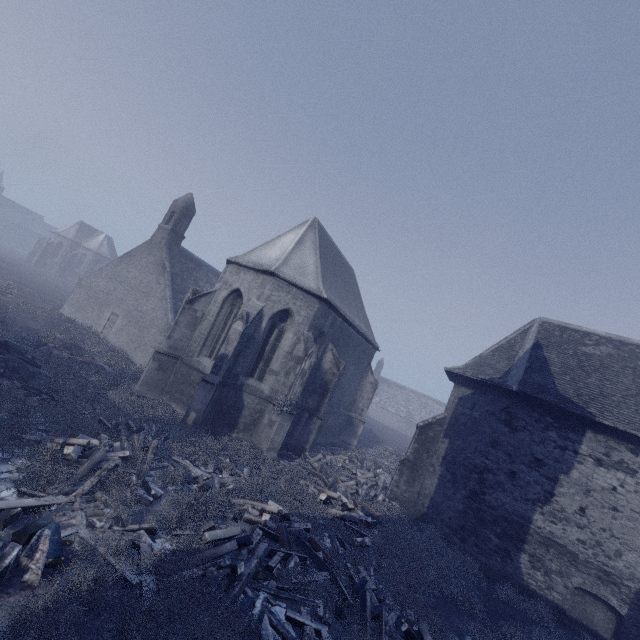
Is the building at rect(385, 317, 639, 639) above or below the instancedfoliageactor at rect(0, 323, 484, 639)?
above

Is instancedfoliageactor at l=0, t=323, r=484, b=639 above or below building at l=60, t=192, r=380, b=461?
below

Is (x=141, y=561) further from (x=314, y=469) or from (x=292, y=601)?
(x=314, y=469)

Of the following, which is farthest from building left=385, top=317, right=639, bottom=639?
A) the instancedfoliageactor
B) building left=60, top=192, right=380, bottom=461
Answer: the instancedfoliageactor

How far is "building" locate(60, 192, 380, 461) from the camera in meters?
14.0 m

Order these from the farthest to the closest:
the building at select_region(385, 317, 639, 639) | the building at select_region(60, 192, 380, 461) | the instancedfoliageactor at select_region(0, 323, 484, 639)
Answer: the building at select_region(60, 192, 380, 461) < the building at select_region(385, 317, 639, 639) < the instancedfoliageactor at select_region(0, 323, 484, 639)

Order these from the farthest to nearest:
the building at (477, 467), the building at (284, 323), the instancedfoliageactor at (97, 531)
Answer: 1. the building at (284, 323)
2. the building at (477, 467)
3. the instancedfoliageactor at (97, 531)

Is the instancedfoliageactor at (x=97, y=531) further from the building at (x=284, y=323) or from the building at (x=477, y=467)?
the building at (x=477, y=467)
